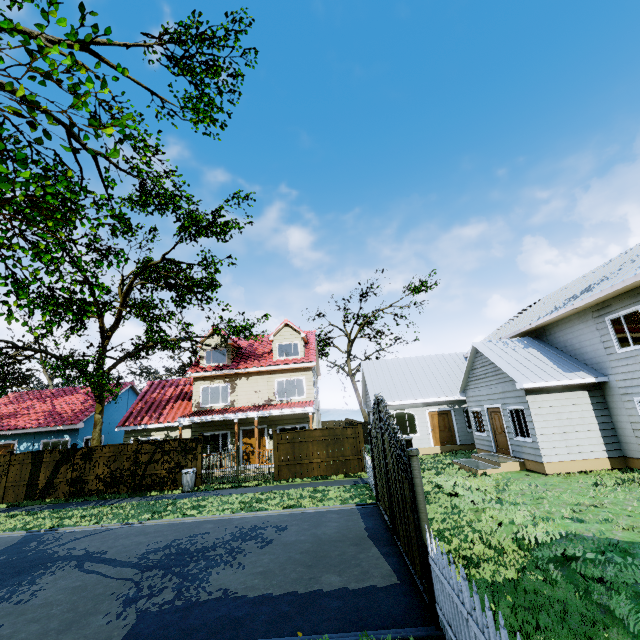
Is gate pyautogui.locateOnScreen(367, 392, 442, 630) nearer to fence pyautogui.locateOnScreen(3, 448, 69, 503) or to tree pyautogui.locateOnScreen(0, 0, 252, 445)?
tree pyautogui.locateOnScreen(0, 0, 252, 445)

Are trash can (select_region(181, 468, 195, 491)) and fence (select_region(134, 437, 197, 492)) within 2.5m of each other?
yes

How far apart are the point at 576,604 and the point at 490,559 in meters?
1.7

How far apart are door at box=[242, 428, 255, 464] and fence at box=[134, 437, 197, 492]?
4.04m

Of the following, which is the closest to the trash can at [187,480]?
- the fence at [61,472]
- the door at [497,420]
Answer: the fence at [61,472]

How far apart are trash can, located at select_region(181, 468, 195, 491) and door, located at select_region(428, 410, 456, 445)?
13.9 meters

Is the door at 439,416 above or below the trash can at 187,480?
above

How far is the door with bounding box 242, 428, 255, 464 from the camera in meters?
19.9 m
